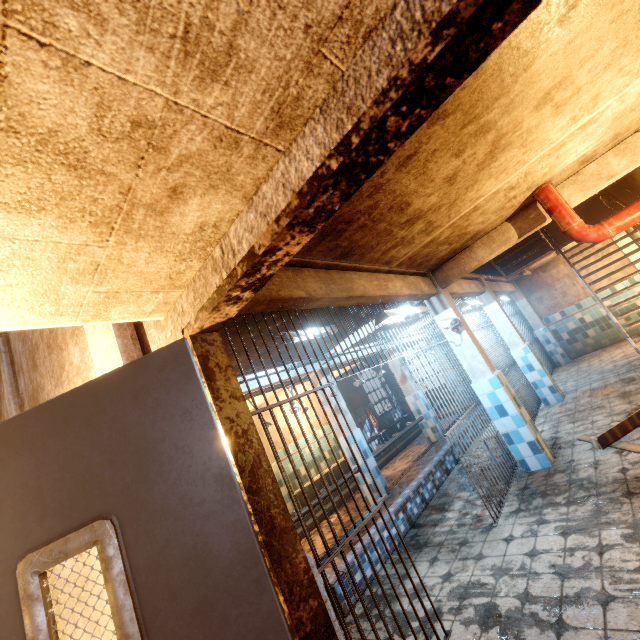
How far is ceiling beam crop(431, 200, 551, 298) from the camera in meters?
4.1

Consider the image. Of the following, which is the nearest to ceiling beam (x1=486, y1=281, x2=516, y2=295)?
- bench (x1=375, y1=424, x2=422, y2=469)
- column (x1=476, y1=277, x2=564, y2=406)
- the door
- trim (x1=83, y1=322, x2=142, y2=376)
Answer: column (x1=476, y1=277, x2=564, y2=406)

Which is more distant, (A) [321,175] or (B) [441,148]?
(B) [441,148]

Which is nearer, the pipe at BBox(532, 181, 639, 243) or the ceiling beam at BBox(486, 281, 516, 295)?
the pipe at BBox(532, 181, 639, 243)

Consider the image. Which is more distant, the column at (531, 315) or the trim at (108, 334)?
the column at (531, 315)

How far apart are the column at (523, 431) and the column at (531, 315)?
7.03m

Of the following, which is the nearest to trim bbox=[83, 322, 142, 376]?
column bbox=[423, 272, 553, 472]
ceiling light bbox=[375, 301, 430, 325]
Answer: ceiling light bbox=[375, 301, 430, 325]

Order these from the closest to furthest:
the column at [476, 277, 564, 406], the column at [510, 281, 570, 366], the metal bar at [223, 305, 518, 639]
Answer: the metal bar at [223, 305, 518, 639] < the column at [476, 277, 564, 406] < the column at [510, 281, 570, 366]
